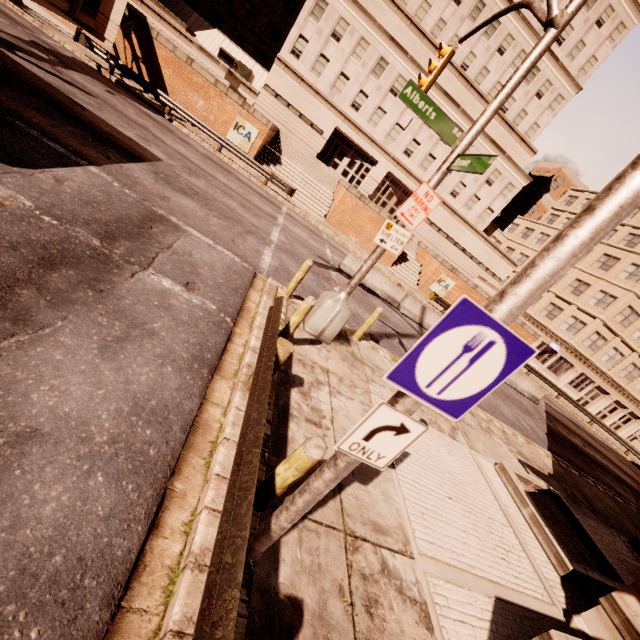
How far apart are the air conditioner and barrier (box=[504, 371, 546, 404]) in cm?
3413

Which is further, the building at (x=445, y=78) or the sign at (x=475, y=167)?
the building at (x=445, y=78)

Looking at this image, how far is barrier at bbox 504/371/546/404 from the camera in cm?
2052

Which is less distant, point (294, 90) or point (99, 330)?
A: point (99, 330)

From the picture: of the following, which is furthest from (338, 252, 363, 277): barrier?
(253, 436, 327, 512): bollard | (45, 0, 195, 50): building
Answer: (45, 0, 195, 50): building

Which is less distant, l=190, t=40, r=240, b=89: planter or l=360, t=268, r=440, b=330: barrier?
l=360, t=268, r=440, b=330: barrier

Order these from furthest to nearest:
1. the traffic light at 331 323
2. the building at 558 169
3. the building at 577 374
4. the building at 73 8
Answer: the building at 577 374
the building at 558 169
the building at 73 8
the traffic light at 331 323

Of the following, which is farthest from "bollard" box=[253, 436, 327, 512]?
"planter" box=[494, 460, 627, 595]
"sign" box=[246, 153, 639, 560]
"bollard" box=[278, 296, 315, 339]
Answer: "planter" box=[494, 460, 627, 595]
